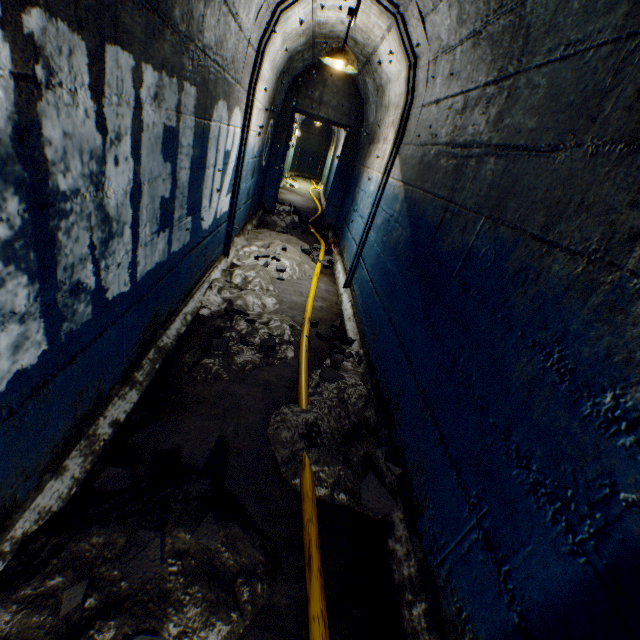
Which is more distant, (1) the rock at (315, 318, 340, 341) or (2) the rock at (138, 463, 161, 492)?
(1) the rock at (315, 318, 340, 341)

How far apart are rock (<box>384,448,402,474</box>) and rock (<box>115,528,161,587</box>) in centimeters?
105cm

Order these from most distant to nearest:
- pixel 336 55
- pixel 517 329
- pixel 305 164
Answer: pixel 305 164 < pixel 336 55 < pixel 517 329

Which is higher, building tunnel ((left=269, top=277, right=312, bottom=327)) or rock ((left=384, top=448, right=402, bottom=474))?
rock ((left=384, top=448, right=402, bottom=474))

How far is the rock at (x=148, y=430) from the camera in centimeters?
172cm

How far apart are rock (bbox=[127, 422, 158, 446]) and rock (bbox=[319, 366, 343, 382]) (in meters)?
1.29

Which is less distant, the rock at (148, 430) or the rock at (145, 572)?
the rock at (145, 572)

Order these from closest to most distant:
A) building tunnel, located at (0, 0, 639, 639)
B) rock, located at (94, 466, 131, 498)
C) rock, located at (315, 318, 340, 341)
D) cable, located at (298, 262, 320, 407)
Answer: building tunnel, located at (0, 0, 639, 639) → rock, located at (94, 466, 131, 498) → cable, located at (298, 262, 320, 407) → rock, located at (315, 318, 340, 341)
